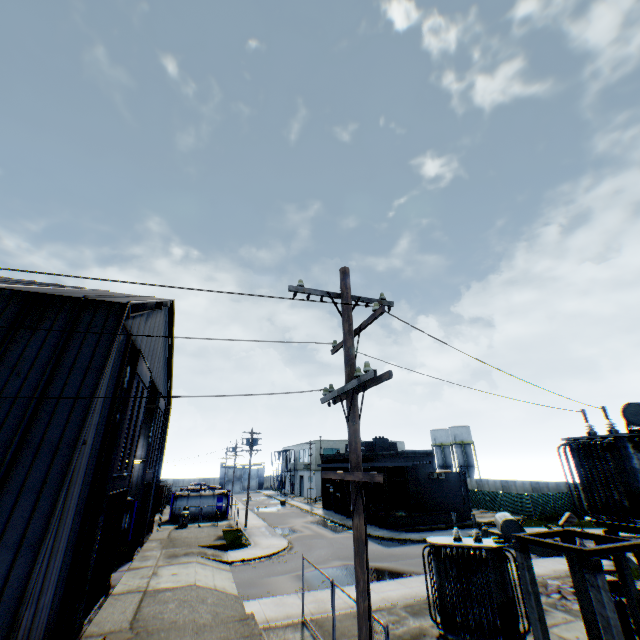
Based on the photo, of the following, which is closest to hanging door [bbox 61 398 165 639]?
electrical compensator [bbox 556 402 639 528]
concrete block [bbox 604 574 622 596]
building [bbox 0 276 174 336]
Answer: building [bbox 0 276 174 336]

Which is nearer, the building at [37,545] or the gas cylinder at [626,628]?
the building at [37,545]

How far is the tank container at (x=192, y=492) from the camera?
38.69m

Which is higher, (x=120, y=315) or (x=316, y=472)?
(x=120, y=315)

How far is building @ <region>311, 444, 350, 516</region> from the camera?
40.7m

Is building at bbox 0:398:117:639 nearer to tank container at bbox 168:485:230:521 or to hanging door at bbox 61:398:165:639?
hanging door at bbox 61:398:165:639

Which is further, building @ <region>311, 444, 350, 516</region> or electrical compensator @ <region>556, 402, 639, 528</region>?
building @ <region>311, 444, 350, 516</region>

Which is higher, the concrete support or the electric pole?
the electric pole
